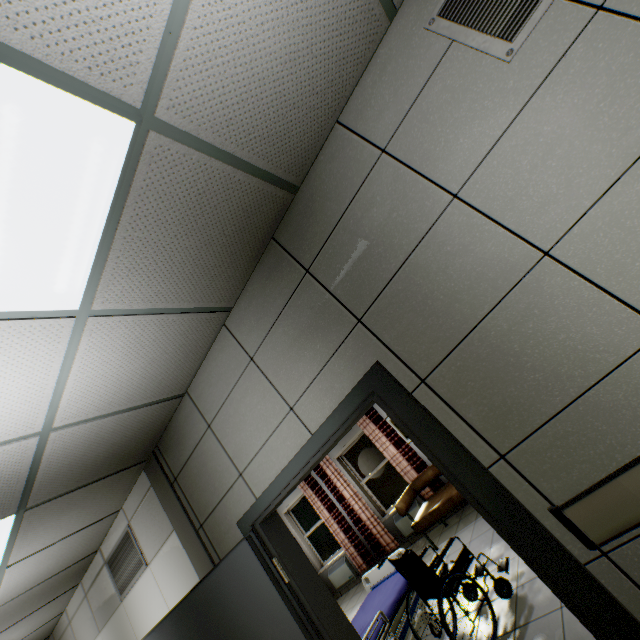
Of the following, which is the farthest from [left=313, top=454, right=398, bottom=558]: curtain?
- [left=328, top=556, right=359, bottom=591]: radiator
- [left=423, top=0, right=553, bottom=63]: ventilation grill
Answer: [left=423, top=0, right=553, bottom=63]: ventilation grill

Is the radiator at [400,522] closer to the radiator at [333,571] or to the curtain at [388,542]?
the curtain at [388,542]

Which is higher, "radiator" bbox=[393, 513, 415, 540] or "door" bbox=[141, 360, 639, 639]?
"door" bbox=[141, 360, 639, 639]

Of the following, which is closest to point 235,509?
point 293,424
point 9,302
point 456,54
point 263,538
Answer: point 263,538

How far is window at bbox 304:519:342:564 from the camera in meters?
8.3 m

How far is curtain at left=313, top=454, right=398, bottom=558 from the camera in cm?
721

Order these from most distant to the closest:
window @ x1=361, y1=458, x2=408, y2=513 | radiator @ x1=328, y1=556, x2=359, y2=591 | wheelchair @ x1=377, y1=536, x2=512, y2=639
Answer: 1. radiator @ x1=328, y1=556, x2=359, y2=591
2. window @ x1=361, y1=458, x2=408, y2=513
3. wheelchair @ x1=377, y1=536, x2=512, y2=639

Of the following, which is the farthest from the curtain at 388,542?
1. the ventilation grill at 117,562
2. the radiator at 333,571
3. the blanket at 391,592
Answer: the ventilation grill at 117,562
